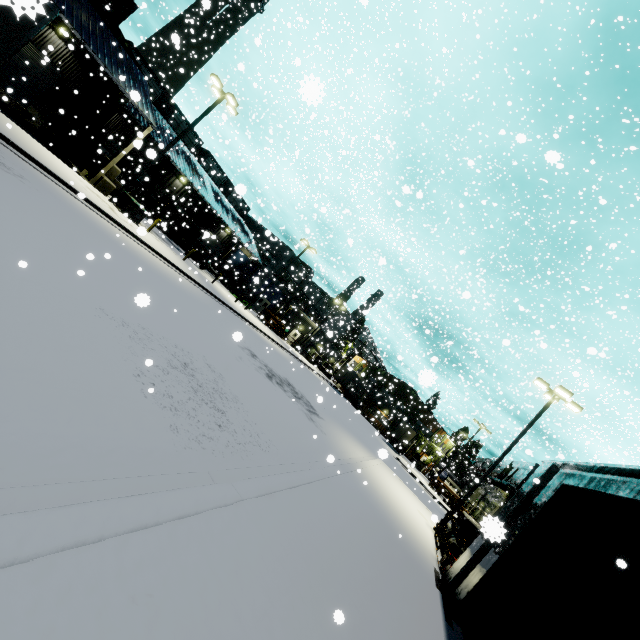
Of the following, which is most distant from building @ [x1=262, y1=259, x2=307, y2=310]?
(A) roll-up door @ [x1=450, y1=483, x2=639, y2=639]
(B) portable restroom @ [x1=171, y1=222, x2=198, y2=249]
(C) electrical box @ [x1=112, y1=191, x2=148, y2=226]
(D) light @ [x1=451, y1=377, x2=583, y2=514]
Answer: (D) light @ [x1=451, y1=377, x2=583, y2=514]

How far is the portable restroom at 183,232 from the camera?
34.9m

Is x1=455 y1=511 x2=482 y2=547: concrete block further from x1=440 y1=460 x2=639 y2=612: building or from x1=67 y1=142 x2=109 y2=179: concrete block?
x1=67 y1=142 x2=109 y2=179: concrete block

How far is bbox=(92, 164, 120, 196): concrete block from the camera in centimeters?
2117cm

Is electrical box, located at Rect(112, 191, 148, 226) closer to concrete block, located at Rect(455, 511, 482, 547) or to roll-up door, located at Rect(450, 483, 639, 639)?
roll-up door, located at Rect(450, 483, 639, 639)

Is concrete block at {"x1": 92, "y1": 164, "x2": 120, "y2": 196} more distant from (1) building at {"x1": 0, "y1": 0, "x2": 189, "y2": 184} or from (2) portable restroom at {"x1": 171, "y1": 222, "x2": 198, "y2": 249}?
(2) portable restroom at {"x1": 171, "y1": 222, "x2": 198, "y2": 249}

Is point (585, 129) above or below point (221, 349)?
above

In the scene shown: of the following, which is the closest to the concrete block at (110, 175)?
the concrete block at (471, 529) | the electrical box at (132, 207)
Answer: the electrical box at (132, 207)
